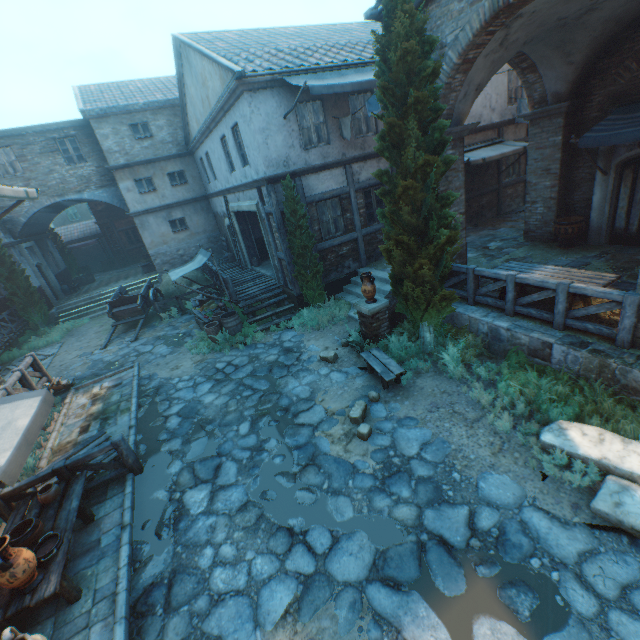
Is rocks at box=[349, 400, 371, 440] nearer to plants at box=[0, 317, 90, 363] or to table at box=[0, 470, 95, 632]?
table at box=[0, 470, 95, 632]

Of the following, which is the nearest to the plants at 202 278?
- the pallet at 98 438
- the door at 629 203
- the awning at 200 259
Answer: the awning at 200 259

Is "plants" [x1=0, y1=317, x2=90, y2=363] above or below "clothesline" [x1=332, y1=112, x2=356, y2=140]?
below

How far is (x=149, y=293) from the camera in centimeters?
1598cm

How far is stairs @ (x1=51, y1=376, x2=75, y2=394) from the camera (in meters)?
9.79

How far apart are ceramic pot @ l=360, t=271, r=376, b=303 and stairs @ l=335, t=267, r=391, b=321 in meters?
1.4

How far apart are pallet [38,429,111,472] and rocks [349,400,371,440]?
5.3m

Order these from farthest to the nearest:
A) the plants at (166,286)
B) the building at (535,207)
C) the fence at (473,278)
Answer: the plants at (166,286)
the building at (535,207)
the fence at (473,278)
